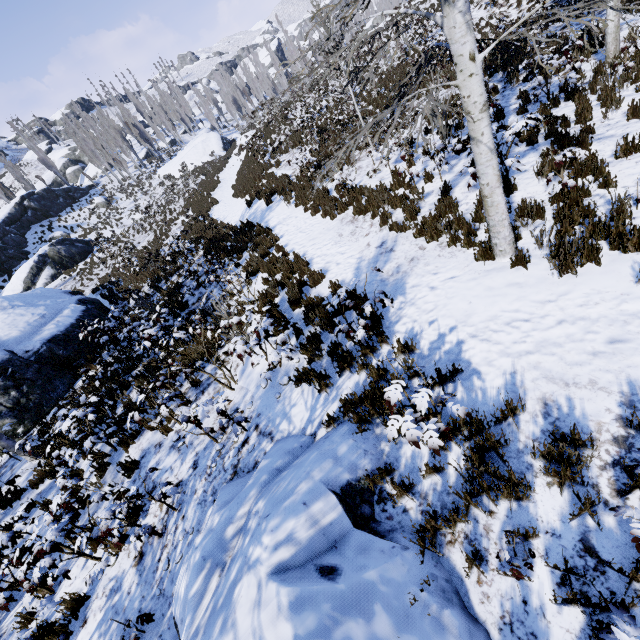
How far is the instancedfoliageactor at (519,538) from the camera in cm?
267

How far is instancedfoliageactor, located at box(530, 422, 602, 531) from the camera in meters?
2.6

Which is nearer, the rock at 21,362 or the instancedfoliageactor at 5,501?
the instancedfoliageactor at 5,501

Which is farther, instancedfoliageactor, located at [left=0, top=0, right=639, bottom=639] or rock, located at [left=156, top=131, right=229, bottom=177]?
rock, located at [left=156, top=131, right=229, bottom=177]

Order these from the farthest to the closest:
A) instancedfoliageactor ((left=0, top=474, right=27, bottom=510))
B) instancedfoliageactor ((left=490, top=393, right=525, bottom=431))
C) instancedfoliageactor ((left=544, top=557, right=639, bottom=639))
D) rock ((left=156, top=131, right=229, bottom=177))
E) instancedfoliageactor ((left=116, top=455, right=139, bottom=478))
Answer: rock ((left=156, top=131, right=229, bottom=177)) → instancedfoliageactor ((left=0, top=474, right=27, bottom=510)) → instancedfoliageactor ((left=116, top=455, right=139, bottom=478)) → instancedfoliageactor ((left=490, top=393, right=525, bottom=431)) → instancedfoliageactor ((left=544, top=557, right=639, bottom=639))

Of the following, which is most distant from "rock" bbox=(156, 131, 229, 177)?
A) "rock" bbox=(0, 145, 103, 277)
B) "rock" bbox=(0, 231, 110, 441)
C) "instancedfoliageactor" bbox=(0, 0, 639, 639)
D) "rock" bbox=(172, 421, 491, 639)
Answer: "rock" bbox=(172, 421, 491, 639)

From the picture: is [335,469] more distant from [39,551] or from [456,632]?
[39,551]
